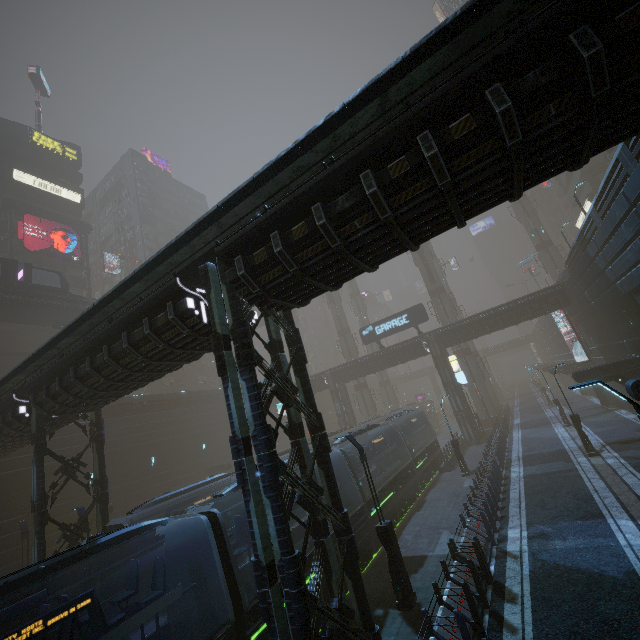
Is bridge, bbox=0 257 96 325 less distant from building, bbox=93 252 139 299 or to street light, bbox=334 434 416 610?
building, bbox=93 252 139 299

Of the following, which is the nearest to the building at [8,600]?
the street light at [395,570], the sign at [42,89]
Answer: the street light at [395,570]

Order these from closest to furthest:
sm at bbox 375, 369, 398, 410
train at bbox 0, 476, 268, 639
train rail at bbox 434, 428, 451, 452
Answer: train at bbox 0, 476, 268, 639, train rail at bbox 434, 428, 451, 452, sm at bbox 375, 369, 398, 410

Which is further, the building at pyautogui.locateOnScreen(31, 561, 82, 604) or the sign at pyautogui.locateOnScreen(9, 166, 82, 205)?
the sign at pyautogui.locateOnScreen(9, 166, 82, 205)

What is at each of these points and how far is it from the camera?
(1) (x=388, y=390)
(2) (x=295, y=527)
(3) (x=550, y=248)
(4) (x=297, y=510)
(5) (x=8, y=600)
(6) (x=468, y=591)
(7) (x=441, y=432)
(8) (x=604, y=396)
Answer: (1) sm, 57.69m
(2) train, 13.84m
(3) sm, 47.47m
(4) train, 12.01m
(5) building, 21.16m
(6) building, 8.69m
(7) train rail, 55.97m
(8) building, 32.84m

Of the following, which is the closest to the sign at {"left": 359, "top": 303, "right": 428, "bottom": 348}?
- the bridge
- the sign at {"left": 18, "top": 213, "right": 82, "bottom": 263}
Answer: the bridge

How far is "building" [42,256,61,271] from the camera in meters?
41.7

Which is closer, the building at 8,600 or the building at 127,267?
the building at 8,600
